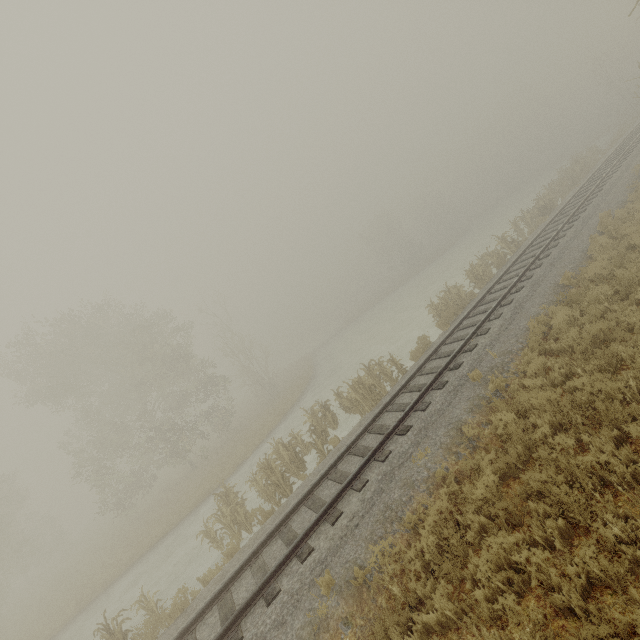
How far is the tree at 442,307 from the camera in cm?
1617

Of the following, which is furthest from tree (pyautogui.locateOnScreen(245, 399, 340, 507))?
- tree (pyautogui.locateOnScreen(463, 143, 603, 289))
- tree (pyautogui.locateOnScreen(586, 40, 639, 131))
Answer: tree (pyautogui.locateOnScreen(586, 40, 639, 131))

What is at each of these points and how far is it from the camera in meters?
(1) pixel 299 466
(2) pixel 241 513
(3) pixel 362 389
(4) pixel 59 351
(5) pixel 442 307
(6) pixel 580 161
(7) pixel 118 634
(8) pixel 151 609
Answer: (1) tree, 13.3 m
(2) tree, 11.8 m
(3) tree, 13.8 m
(4) tree, 22.5 m
(5) tree, 16.8 m
(6) tree, 26.5 m
(7) tree, 9.1 m
(8) tree, 10.0 m

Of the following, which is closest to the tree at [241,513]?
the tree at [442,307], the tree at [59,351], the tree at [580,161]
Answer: the tree at [59,351]

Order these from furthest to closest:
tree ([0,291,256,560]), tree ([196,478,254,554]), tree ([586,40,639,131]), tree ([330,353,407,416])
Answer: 1. tree ([586,40,639,131])
2. tree ([0,291,256,560])
3. tree ([330,353,407,416])
4. tree ([196,478,254,554])

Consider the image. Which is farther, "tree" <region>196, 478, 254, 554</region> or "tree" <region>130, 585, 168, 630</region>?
"tree" <region>196, 478, 254, 554</region>

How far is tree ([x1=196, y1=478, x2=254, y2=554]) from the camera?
11.7m

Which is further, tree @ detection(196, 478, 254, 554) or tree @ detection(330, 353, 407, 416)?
tree @ detection(330, 353, 407, 416)
